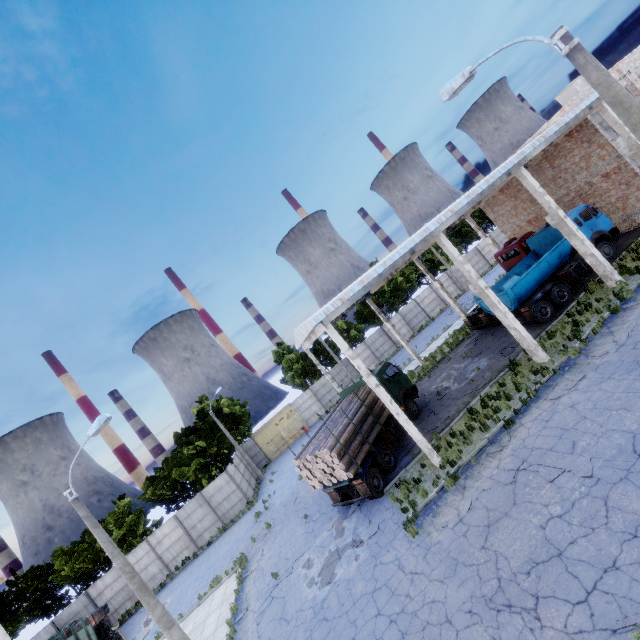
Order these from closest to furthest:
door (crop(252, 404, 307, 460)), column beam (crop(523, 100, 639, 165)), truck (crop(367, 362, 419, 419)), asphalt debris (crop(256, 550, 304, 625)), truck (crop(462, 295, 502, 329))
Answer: asphalt debris (crop(256, 550, 304, 625)) < column beam (crop(523, 100, 639, 165)) < truck (crop(367, 362, 419, 419)) < truck (crop(462, 295, 502, 329)) < door (crop(252, 404, 307, 460))

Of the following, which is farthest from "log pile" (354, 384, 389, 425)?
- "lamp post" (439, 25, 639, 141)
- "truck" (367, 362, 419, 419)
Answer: "lamp post" (439, 25, 639, 141)

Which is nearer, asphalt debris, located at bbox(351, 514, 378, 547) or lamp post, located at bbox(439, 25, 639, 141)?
lamp post, located at bbox(439, 25, 639, 141)

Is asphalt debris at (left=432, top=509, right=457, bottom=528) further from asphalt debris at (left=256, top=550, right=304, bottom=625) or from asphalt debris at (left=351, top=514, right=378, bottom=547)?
asphalt debris at (left=256, top=550, right=304, bottom=625)

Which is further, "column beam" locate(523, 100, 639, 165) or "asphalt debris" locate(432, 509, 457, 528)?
"column beam" locate(523, 100, 639, 165)

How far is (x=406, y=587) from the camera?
9.66m

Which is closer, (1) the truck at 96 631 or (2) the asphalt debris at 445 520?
(2) the asphalt debris at 445 520

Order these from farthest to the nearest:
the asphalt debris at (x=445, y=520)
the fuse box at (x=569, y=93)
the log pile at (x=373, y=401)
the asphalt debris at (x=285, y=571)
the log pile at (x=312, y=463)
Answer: the fuse box at (x=569, y=93), the log pile at (x=373, y=401), the log pile at (x=312, y=463), the asphalt debris at (x=285, y=571), the asphalt debris at (x=445, y=520)
